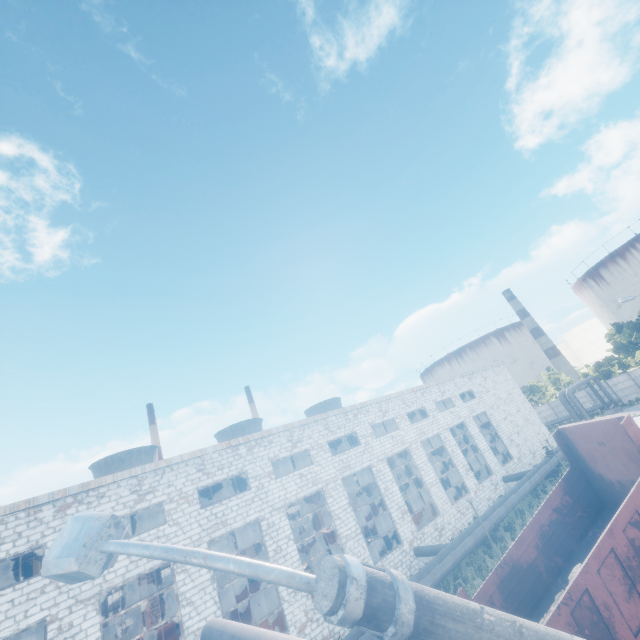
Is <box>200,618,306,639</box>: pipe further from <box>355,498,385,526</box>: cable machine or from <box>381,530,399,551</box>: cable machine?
<box>355,498,385,526</box>: cable machine

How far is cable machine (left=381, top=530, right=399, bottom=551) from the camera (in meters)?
24.69

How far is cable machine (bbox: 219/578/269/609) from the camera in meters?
25.8 m

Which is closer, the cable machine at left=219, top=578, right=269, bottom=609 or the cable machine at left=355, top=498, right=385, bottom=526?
the cable machine at left=219, top=578, right=269, bottom=609

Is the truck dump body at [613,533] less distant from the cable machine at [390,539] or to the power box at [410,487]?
the cable machine at [390,539]

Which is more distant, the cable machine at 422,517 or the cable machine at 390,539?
the cable machine at 422,517

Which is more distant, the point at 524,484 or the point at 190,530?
the point at 524,484

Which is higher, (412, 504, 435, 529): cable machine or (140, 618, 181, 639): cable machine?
(140, 618, 181, 639): cable machine
